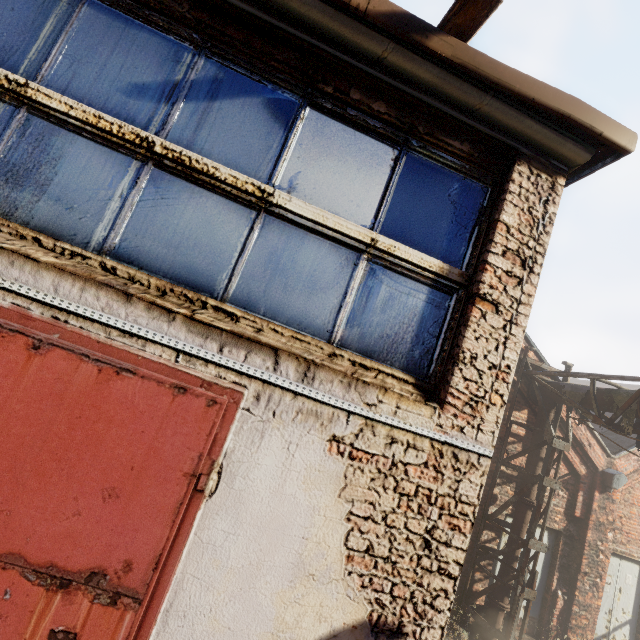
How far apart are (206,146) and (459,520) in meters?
2.8 m

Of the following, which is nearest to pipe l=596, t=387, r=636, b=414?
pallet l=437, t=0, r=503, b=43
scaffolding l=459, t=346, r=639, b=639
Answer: scaffolding l=459, t=346, r=639, b=639

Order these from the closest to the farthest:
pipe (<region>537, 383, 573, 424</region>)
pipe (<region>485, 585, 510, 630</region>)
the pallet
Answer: the pallet < pipe (<region>485, 585, 510, 630</region>) < pipe (<region>537, 383, 573, 424</region>)

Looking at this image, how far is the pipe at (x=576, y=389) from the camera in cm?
702

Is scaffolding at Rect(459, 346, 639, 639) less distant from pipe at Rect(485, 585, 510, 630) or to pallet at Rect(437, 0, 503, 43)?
pipe at Rect(485, 585, 510, 630)
